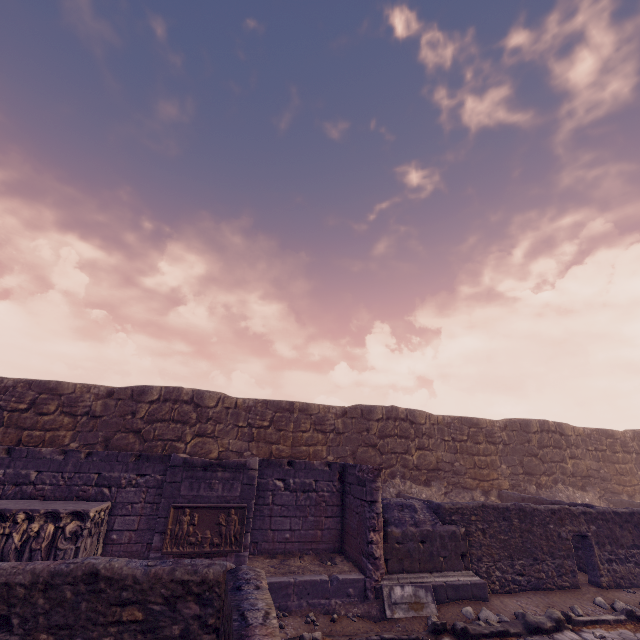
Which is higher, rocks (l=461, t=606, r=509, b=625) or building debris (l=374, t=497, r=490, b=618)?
building debris (l=374, t=497, r=490, b=618)

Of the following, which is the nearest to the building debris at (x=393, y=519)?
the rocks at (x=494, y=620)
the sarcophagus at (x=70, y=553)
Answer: the rocks at (x=494, y=620)

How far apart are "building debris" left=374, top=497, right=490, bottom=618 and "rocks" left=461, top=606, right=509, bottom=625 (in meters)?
0.25

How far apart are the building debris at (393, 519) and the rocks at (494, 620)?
0.3 meters

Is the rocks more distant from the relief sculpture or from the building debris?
the relief sculpture

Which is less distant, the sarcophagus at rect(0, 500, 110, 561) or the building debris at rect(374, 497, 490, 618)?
the sarcophagus at rect(0, 500, 110, 561)

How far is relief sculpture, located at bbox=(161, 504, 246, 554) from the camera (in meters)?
6.48

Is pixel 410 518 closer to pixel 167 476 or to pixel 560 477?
pixel 167 476
